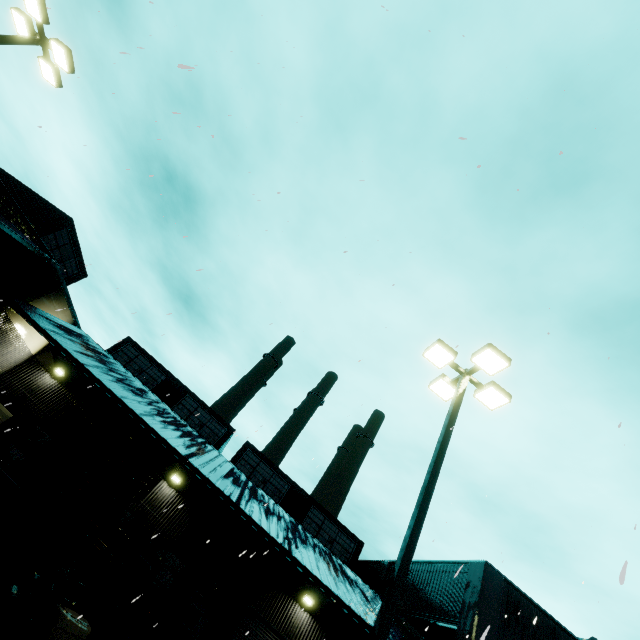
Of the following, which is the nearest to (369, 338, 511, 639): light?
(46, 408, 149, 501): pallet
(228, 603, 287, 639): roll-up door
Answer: (46, 408, 149, 501): pallet

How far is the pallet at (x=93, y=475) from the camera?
8.9m

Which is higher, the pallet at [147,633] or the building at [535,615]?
the building at [535,615]

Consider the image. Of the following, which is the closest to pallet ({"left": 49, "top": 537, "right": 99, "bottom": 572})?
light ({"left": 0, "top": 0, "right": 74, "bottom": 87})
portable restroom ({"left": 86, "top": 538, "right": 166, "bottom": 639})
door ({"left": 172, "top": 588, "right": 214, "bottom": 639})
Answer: portable restroom ({"left": 86, "top": 538, "right": 166, "bottom": 639})

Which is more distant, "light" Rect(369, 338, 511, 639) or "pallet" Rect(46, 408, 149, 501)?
"pallet" Rect(46, 408, 149, 501)

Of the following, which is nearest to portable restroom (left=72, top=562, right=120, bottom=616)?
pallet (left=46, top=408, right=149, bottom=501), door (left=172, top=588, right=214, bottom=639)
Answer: pallet (left=46, top=408, right=149, bottom=501)

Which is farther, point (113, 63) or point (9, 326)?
point (9, 326)

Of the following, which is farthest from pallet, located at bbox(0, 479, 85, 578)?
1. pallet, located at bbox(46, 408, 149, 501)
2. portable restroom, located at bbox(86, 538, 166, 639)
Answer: pallet, located at bbox(46, 408, 149, 501)
